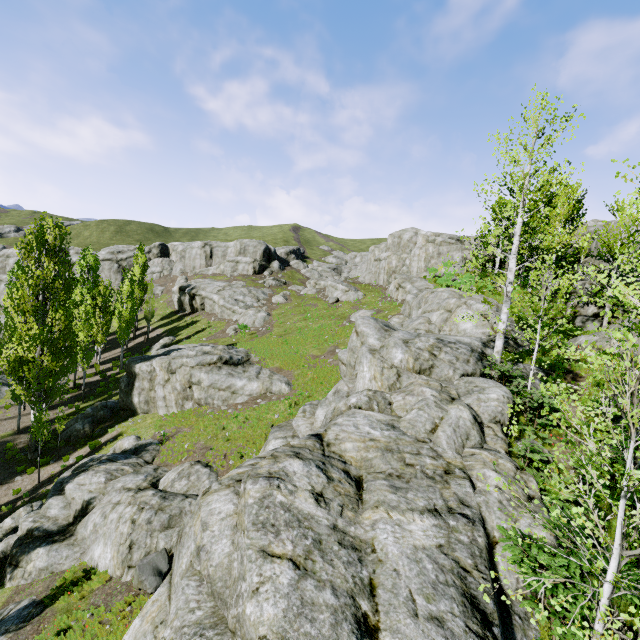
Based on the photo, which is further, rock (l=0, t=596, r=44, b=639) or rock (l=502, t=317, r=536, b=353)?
rock (l=502, t=317, r=536, b=353)

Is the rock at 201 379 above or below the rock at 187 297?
below

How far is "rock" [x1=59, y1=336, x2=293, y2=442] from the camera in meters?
24.1 m

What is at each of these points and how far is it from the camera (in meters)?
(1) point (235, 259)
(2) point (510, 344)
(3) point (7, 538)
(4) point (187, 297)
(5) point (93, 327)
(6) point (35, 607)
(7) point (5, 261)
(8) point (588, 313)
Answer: (1) rock, 58.84
(2) rock, 17.22
(3) rock, 16.27
(4) rock, 50.91
(5) instancedfoliageactor, 36.75
(6) rock, 12.96
(7) rock, 59.94
(8) rock, 19.59
